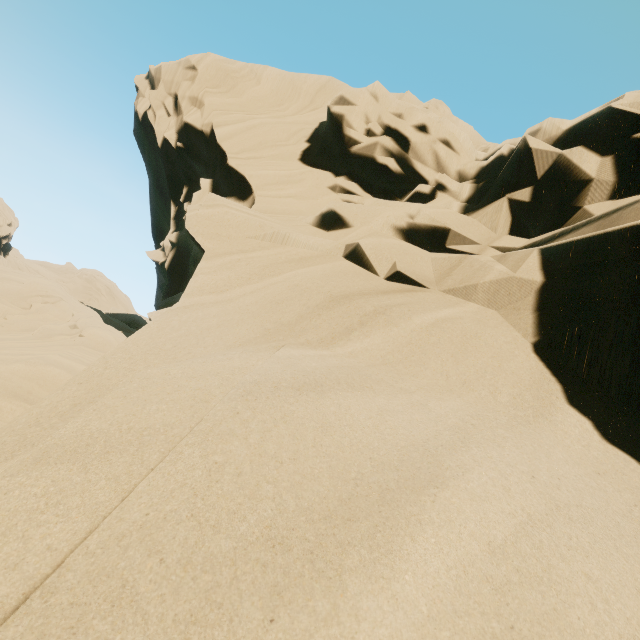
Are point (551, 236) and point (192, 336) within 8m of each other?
yes
